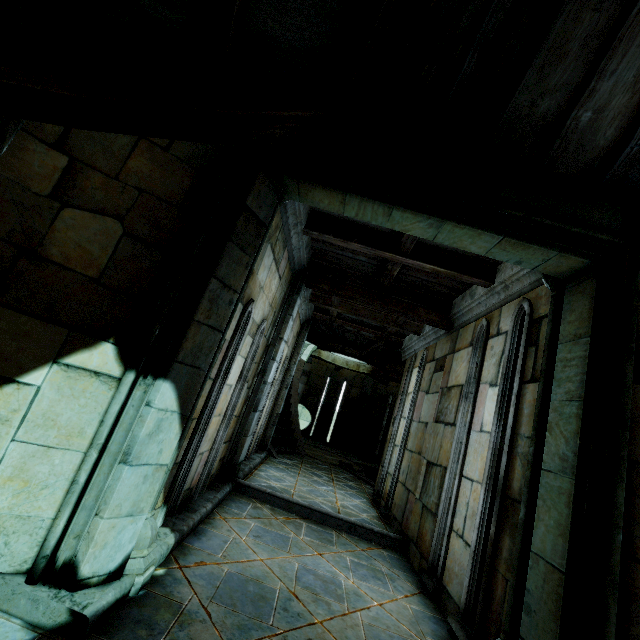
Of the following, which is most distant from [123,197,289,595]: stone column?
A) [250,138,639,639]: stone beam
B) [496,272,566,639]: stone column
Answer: [496,272,566,639]: stone column

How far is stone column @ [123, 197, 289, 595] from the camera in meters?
2.4 m

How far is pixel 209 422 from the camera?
3.7m

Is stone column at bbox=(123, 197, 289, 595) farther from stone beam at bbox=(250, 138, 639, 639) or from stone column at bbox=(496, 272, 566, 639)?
stone column at bbox=(496, 272, 566, 639)

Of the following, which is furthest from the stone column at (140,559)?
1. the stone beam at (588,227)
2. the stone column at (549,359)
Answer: the stone column at (549,359)
